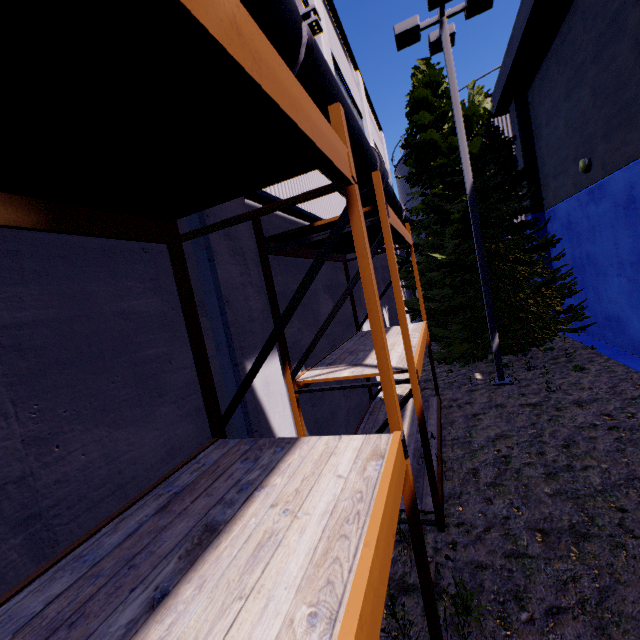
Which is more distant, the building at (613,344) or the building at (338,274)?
the building at (613,344)

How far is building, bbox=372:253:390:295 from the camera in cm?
1353

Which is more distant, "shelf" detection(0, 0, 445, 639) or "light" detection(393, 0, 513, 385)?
"light" detection(393, 0, 513, 385)

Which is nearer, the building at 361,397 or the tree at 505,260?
the building at 361,397

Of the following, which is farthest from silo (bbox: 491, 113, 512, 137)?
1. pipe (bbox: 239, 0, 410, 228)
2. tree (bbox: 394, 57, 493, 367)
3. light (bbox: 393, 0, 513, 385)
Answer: light (bbox: 393, 0, 513, 385)

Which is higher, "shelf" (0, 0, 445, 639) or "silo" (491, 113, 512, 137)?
"silo" (491, 113, 512, 137)

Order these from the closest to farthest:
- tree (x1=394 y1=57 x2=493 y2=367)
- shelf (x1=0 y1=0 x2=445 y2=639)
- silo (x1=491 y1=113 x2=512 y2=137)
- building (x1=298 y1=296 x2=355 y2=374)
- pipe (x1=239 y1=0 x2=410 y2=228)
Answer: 1. shelf (x1=0 y1=0 x2=445 y2=639)
2. pipe (x1=239 y1=0 x2=410 y2=228)
3. building (x1=298 y1=296 x2=355 y2=374)
4. tree (x1=394 y1=57 x2=493 y2=367)
5. silo (x1=491 y1=113 x2=512 y2=137)

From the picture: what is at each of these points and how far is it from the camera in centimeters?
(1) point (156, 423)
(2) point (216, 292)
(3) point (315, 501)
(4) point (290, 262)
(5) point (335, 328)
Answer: (1) building, 272cm
(2) building, 346cm
(3) shelf, 192cm
(4) building, 575cm
(5) building, 748cm
